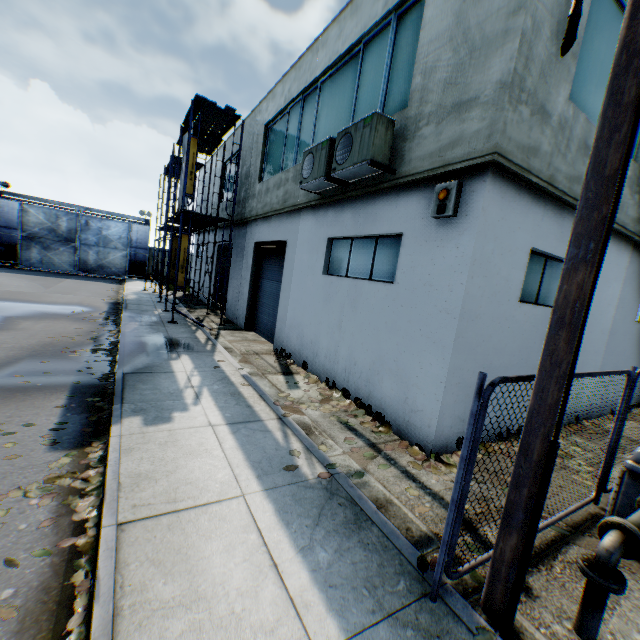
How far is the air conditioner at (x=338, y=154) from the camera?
6.16m

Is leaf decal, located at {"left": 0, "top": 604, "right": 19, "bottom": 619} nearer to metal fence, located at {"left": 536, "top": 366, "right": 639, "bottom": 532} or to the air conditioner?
the air conditioner

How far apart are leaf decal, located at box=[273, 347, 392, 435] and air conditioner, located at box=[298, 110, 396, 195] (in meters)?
4.77

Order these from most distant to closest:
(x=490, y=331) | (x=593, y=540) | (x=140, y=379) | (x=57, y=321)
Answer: (x=57, y=321), (x=140, y=379), (x=490, y=331), (x=593, y=540)

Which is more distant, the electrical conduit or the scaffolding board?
the scaffolding board

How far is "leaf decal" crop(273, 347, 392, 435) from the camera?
6.52m

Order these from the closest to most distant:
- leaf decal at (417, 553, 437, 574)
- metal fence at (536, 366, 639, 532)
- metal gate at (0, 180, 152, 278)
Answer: leaf decal at (417, 553, 437, 574)
metal fence at (536, 366, 639, 532)
metal gate at (0, 180, 152, 278)

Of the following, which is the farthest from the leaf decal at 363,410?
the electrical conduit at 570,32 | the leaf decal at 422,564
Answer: the electrical conduit at 570,32
